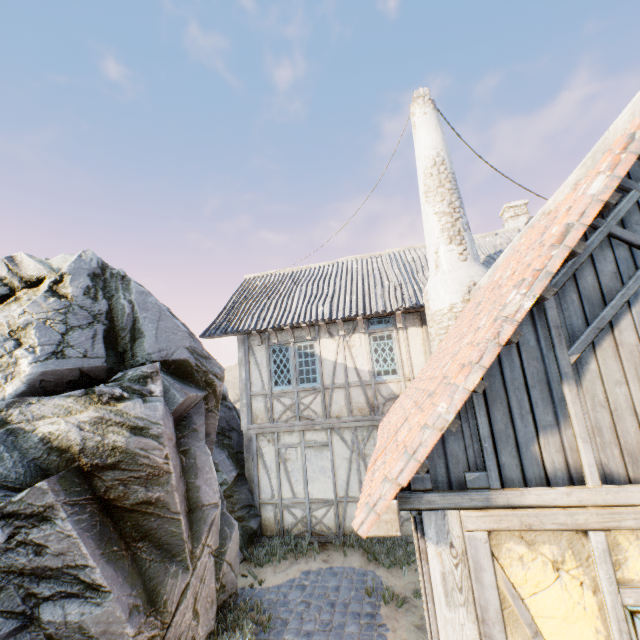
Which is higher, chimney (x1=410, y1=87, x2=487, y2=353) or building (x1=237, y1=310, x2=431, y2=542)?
chimney (x1=410, y1=87, x2=487, y2=353)

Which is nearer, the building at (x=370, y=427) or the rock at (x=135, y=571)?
the rock at (x=135, y=571)

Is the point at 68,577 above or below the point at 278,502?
above

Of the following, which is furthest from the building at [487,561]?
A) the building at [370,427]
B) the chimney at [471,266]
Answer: the building at [370,427]

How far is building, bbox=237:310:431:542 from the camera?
8.60m

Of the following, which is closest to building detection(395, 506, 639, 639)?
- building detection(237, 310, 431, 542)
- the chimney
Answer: the chimney

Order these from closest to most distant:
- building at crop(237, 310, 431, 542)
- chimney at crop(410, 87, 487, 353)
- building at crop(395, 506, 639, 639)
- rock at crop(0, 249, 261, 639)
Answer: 1. building at crop(395, 506, 639, 639)
2. rock at crop(0, 249, 261, 639)
3. chimney at crop(410, 87, 487, 353)
4. building at crop(237, 310, 431, 542)

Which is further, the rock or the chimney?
the chimney
